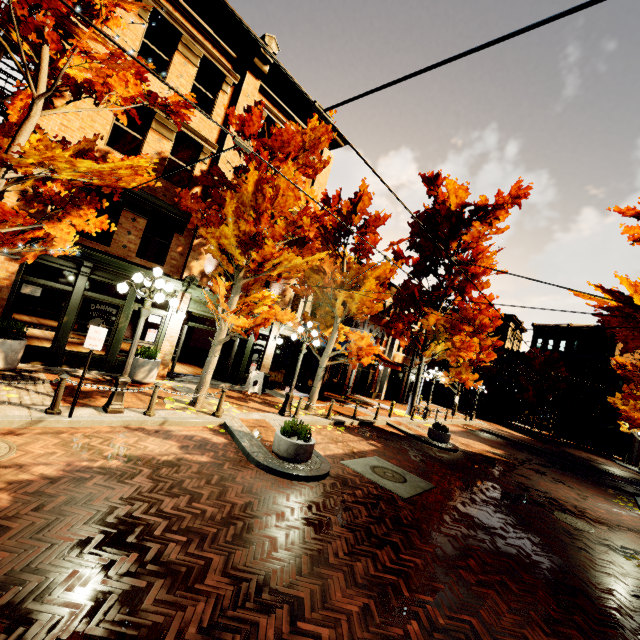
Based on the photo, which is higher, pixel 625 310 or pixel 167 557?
pixel 625 310

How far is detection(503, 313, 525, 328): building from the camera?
47.4m

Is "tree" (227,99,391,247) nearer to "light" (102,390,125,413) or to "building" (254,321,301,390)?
"building" (254,321,301,390)

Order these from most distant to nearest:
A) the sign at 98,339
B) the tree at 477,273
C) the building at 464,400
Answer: the building at 464,400 < the tree at 477,273 < the sign at 98,339

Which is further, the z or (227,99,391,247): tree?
the z

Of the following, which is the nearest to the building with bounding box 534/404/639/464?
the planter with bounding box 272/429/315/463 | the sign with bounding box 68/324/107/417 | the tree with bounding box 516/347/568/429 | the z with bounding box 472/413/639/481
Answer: the tree with bounding box 516/347/568/429

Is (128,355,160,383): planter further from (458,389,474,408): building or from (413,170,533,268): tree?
(413,170,533,268): tree

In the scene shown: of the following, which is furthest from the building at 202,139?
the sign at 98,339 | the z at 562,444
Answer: the sign at 98,339
